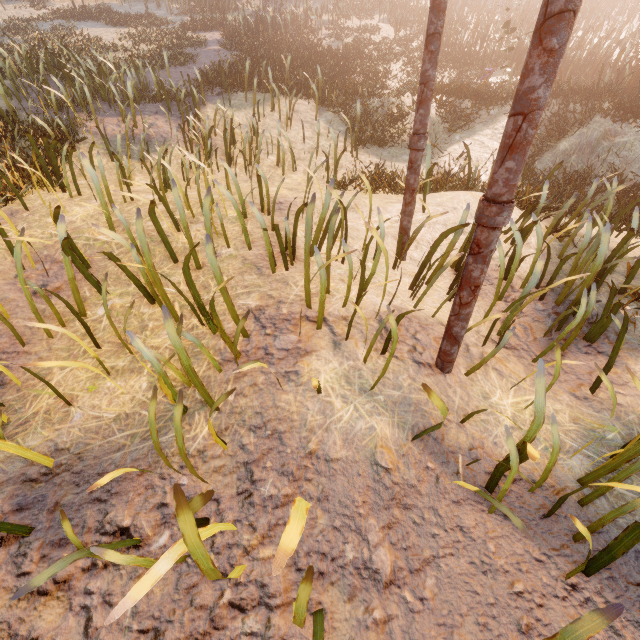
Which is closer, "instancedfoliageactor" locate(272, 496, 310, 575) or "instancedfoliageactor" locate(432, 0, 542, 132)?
"instancedfoliageactor" locate(272, 496, 310, 575)

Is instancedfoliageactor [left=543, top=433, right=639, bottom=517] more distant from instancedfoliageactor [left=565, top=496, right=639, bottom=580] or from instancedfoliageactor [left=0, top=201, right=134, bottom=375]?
instancedfoliageactor [left=0, top=201, right=134, bottom=375]

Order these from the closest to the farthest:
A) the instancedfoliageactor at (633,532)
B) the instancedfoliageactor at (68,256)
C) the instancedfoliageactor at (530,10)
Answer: the instancedfoliageactor at (633,532)
the instancedfoliageactor at (68,256)
the instancedfoliageactor at (530,10)

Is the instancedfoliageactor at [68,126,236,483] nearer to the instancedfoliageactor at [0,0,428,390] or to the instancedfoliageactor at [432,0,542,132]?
the instancedfoliageactor at [0,0,428,390]

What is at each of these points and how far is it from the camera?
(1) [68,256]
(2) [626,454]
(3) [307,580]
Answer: (1) instancedfoliageactor, 3.21m
(2) instancedfoliageactor, 2.09m
(3) instancedfoliageactor, 1.27m

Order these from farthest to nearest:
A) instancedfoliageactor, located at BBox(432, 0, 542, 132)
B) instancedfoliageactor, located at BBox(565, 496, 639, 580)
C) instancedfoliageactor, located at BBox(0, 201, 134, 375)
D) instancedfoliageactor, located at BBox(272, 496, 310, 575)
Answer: instancedfoliageactor, located at BBox(432, 0, 542, 132), instancedfoliageactor, located at BBox(0, 201, 134, 375), instancedfoliageactor, located at BBox(565, 496, 639, 580), instancedfoliageactor, located at BBox(272, 496, 310, 575)

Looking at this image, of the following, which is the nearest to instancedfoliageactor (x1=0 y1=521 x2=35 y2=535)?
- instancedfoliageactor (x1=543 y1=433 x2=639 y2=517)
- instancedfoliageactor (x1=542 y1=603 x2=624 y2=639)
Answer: instancedfoliageactor (x1=542 y1=603 x2=624 y2=639)

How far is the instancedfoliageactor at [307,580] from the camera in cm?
127
